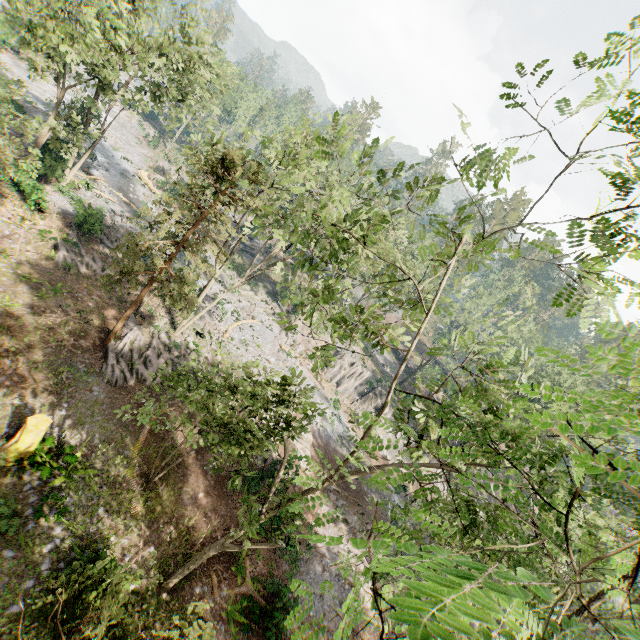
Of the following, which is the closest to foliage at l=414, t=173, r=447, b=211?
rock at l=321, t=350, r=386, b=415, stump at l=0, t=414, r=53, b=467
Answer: rock at l=321, t=350, r=386, b=415

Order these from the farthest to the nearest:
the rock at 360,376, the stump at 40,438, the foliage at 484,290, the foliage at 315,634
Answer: the foliage at 484,290, the rock at 360,376, the stump at 40,438, the foliage at 315,634

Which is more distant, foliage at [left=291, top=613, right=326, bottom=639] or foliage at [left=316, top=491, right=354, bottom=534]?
foliage at [left=291, top=613, right=326, bottom=639]

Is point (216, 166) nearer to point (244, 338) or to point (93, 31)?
point (93, 31)

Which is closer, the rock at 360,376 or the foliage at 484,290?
the rock at 360,376

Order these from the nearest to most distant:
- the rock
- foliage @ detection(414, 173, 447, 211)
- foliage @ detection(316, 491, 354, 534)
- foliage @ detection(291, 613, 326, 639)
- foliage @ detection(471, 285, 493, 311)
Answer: foliage @ detection(316, 491, 354, 534) < foliage @ detection(291, 613, 326, 639) < foliage @ detection(414, 173, 447, 211) < the rock < foliage @ detection(471, 285, 493, 311)

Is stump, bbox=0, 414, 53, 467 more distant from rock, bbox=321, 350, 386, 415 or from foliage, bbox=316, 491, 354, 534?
rock, bbox=321, 350, 386, 415
